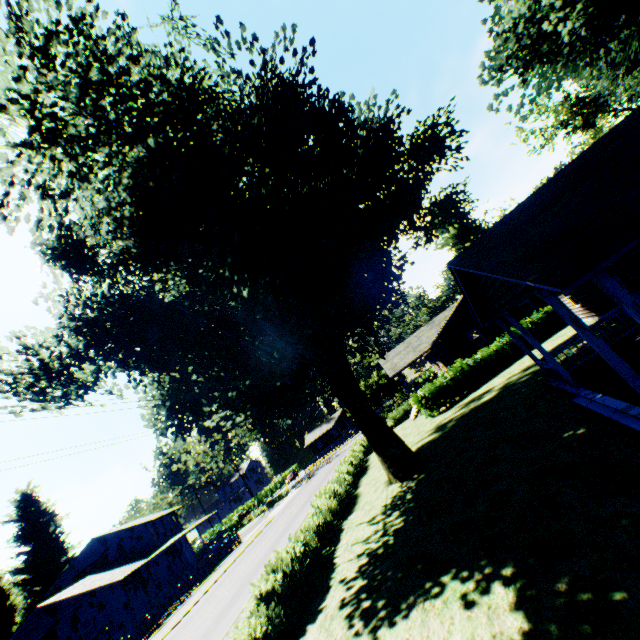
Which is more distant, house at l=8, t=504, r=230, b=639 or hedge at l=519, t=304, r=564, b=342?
house at l=8, t=504, r=230, b=639

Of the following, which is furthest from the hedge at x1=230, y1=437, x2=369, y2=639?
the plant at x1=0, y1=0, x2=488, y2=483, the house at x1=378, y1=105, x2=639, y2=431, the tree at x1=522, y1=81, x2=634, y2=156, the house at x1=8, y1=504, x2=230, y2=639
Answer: the tree at x1=522, y1=81, x2=634, y2=156

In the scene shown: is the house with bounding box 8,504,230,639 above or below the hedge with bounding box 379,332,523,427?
above

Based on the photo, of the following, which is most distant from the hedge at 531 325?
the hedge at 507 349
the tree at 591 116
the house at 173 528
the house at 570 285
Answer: the house at 173 528

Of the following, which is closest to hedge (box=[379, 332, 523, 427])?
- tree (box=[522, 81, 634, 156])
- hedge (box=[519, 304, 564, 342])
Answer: hedge (box=[519, 304, 564, 342])

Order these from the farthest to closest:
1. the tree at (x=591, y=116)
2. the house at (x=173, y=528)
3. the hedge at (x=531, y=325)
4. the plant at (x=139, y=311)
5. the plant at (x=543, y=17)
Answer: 1. the tree at (x=591, y=116)
2. the house at (x=173, y=528)
3. the hedge at (x=531, y=325)
4. the plant at (x=543, y=17)
5. the plant at (x=139, y=311)

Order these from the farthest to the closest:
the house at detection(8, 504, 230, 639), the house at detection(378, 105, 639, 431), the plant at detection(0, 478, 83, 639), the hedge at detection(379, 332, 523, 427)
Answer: the plant at detection(0, 478, 83, 639), the house at detection(8, 504, 230, 639), the hedge at detection(379, 332, 523, 427), the house at detection(378, 105, 639, 431)

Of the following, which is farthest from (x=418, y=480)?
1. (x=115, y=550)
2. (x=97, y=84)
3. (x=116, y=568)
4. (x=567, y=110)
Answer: (x=567, y=110)
